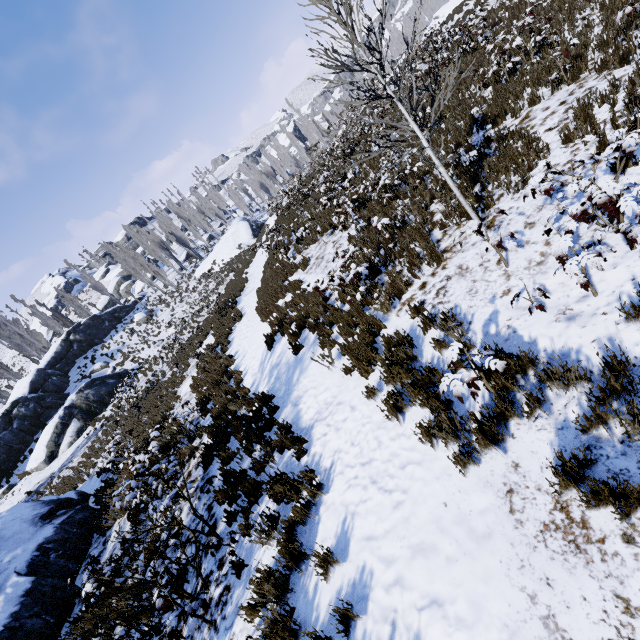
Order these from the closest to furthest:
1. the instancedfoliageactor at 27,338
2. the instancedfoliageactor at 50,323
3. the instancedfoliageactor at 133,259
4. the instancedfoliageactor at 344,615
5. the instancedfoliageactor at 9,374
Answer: the instancedfoliageactor at 344,615, the instancedfoliageactor at 9,374, the instancedfoliageactor at 27,338, the instancedfoliageactor at 133,259, the instancedfoliageactor at 50,323

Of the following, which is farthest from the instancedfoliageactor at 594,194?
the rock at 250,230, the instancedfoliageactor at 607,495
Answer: the instancedfoliageactor at 607,495

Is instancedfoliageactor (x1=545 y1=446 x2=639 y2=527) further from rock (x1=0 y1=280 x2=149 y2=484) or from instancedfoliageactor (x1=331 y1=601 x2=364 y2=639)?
instancedfoliageactor (x1=331 y1=601 x2=364 y2=639)

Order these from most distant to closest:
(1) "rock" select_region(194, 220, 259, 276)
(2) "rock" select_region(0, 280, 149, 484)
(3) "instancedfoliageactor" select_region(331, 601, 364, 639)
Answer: (1) "rock" select_region(194, 220, 259, 276) → (2) "rock" select_region(0, 280, 149, 484) → (3) "instancedfoliageactor" select_region(331, 601, 364, 639)

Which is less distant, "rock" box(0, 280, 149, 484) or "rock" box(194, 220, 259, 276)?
"rock" box(0, 280, 149, 484)

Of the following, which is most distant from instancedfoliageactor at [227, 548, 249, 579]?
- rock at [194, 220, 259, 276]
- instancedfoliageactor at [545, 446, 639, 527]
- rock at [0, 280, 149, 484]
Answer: instancedfoliageactor at [545, 446, 639, 527]

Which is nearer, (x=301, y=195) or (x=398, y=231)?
(x=398, y=231)

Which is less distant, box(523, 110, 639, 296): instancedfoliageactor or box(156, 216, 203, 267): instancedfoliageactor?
box(523, 110, 639, 296): instancedfoliageactor
